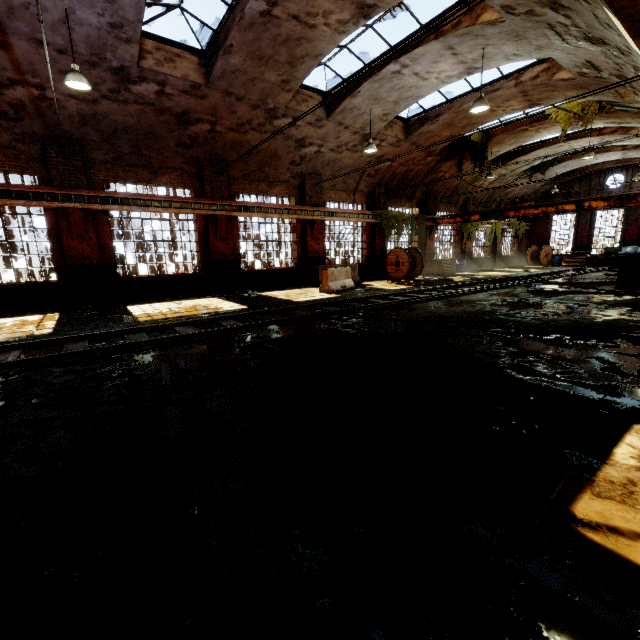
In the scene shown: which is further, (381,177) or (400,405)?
(381,177)

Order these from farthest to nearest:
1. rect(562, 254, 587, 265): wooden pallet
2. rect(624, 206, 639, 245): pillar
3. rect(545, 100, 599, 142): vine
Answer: rect(562, 254, 587, 265): wooden pallet < rect(624, 206, 639, 245): pillar < rect(545, 100, 599, 142): vine

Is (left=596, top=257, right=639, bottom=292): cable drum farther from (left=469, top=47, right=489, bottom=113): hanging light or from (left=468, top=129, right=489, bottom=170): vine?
(left=468, top=129, right=489, bottom=170): vine

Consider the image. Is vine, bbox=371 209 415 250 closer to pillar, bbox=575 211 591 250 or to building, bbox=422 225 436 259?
building, bbox=422 225 436 259

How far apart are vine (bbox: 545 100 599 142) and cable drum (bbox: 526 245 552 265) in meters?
16.8

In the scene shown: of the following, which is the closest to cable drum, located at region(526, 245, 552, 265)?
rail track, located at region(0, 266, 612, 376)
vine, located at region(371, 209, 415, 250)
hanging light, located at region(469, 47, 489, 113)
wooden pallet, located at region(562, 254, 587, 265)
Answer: wooden pallet, located at region(562, 254, 587, 265)

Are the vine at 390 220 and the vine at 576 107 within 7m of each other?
no

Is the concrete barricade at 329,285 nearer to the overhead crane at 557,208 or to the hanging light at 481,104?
the hanging light at 481,104
